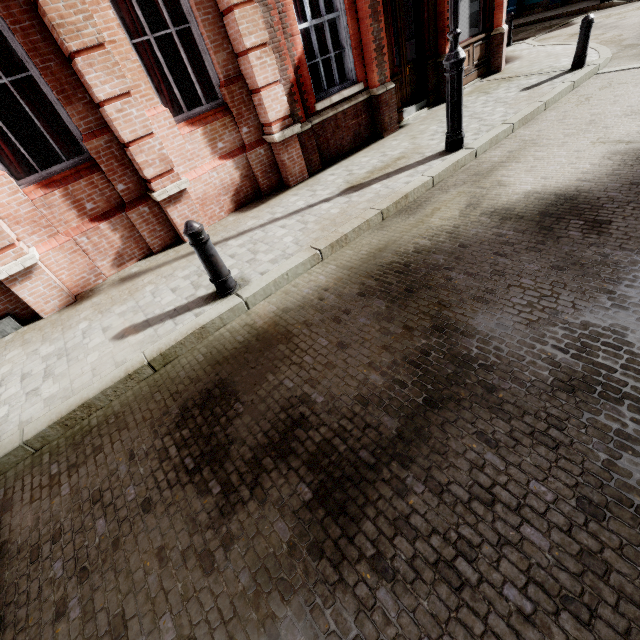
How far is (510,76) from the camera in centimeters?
884cm

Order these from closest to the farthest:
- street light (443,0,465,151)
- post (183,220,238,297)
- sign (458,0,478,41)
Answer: post (183,220,238,297) → street light (443,0,465,151) → sign (458,0,478,41)

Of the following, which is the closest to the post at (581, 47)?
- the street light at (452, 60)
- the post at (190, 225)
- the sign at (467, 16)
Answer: the sign at (467, 16)

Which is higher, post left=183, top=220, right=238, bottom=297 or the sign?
the sign

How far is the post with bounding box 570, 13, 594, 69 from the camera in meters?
7.1

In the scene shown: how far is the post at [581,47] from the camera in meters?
7.1

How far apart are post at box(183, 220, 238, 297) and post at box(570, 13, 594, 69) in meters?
9.7

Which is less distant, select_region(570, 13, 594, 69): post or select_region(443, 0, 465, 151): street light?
select_region(443, 0, 465, 151): street light
